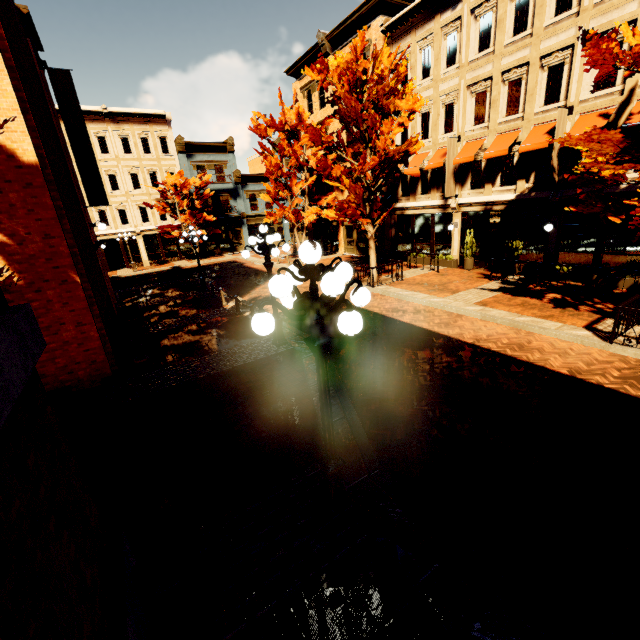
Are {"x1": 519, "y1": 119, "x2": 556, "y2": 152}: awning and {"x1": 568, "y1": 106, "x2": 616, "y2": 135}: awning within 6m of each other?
yes

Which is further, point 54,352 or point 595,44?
point 54,352

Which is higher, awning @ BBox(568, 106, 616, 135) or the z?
awning @ BBox(568, 106, 616, 135)

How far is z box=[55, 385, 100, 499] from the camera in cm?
606

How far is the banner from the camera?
12.7 meters

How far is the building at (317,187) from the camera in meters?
25.7 m

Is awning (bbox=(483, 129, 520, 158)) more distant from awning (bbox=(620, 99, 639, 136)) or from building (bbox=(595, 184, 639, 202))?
awning (bbox=(620, 99, 639, 136))

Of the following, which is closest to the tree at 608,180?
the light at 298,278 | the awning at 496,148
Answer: the awning at 496,148
